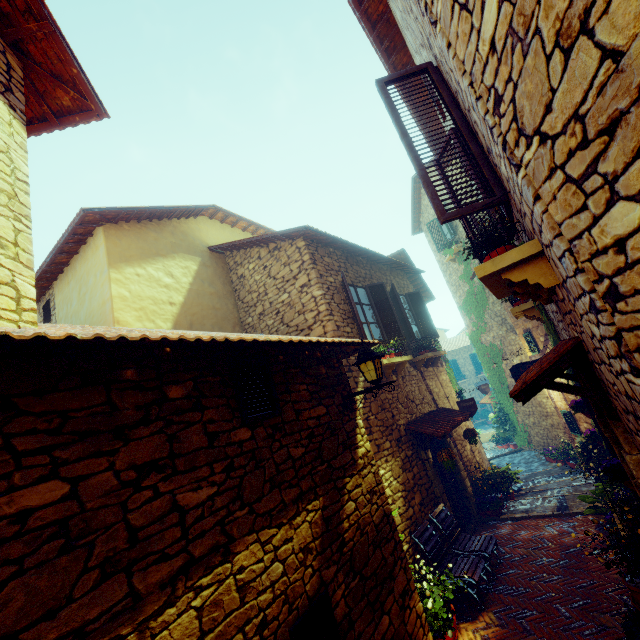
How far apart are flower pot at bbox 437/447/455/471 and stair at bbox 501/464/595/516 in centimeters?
172cm

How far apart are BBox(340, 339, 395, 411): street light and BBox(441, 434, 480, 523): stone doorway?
3.4 meters

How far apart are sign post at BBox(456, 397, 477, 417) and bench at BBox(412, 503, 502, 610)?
2.8 meters

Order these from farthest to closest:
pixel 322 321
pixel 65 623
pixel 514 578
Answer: pixel 322 321 → pixel 514 578 → pixel 65 623

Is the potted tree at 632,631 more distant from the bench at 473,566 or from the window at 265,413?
the window at 265,413

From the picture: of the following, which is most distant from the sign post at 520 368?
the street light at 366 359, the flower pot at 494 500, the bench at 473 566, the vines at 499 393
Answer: the street light at 366 359

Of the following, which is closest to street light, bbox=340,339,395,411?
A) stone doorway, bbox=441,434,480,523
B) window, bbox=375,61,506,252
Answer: window, bbox=375,61,506,252

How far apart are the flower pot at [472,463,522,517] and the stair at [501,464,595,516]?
0.0m
